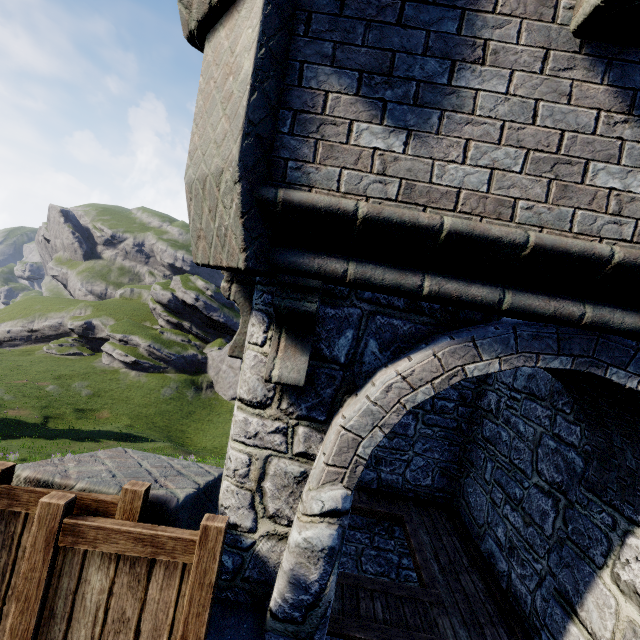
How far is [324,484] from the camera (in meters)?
2.45
